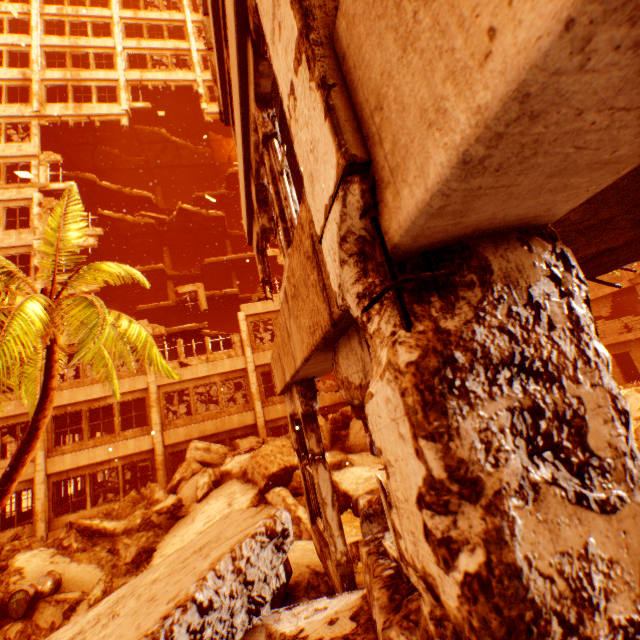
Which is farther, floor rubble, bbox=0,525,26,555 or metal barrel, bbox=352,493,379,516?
floor rubble, bbox=0,525,26,555

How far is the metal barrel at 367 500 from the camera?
7.7m

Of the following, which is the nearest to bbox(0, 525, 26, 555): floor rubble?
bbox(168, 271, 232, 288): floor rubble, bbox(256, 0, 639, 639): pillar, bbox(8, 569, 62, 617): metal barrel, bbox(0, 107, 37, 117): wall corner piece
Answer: bbox(8, 569, 62, 617): metal barrel

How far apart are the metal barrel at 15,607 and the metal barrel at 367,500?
6.4m

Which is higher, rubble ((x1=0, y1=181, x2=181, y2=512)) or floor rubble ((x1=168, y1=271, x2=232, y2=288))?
floor rubble ((x1=168, y1=271, x2=232, y2=288))

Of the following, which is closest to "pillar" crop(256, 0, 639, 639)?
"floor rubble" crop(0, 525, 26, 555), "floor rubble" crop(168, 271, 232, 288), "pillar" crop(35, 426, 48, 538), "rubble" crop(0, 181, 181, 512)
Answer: "rubble" crop(0, 181, 181, 512)

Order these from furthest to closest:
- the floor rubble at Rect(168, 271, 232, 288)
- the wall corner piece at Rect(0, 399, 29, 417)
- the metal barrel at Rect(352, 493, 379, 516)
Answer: the floor rubble at Rect(168, 271, 232, 288) < the wall corner piece at Rect(0, 399, 29, 417) < the metal barrel at Rect(352, 493, 379, 516)

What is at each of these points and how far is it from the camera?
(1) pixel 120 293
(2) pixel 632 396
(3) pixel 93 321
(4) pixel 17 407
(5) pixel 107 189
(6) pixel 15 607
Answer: (1) floor rubble, 25.83m
(2) rock pile, 6.62m
(3) rubble, 5.92m
(4) wall corner piece, 15.21m
(5) floor rubble, 22.38m
(6) metal barrel, 6.91m
